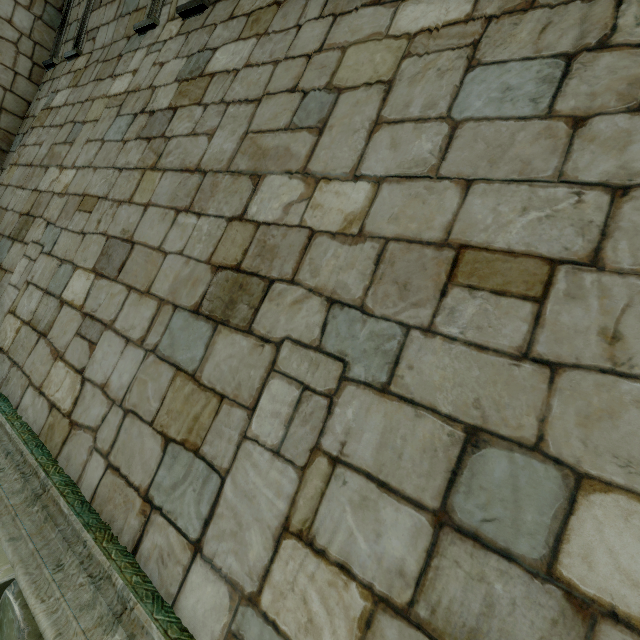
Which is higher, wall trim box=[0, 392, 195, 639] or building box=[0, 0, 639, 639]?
building box=[0, 0, 639, 639]

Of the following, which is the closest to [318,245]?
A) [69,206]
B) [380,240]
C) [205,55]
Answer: [380,240]

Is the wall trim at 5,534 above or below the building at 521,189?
below
